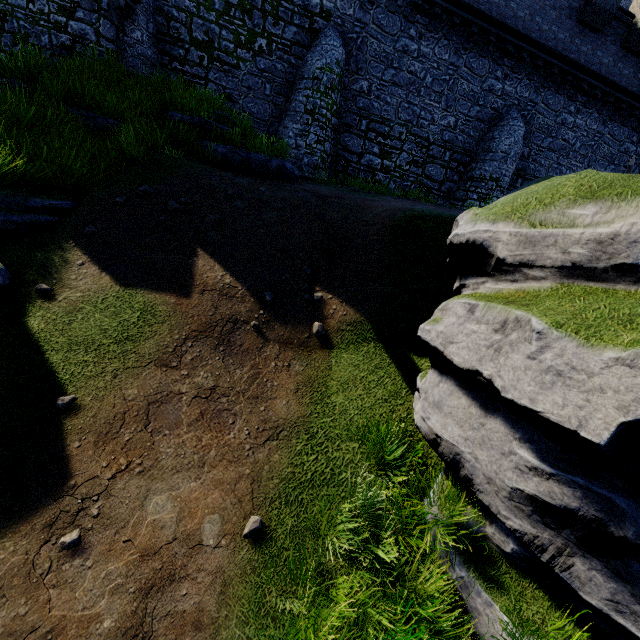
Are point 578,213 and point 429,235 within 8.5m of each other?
yes
